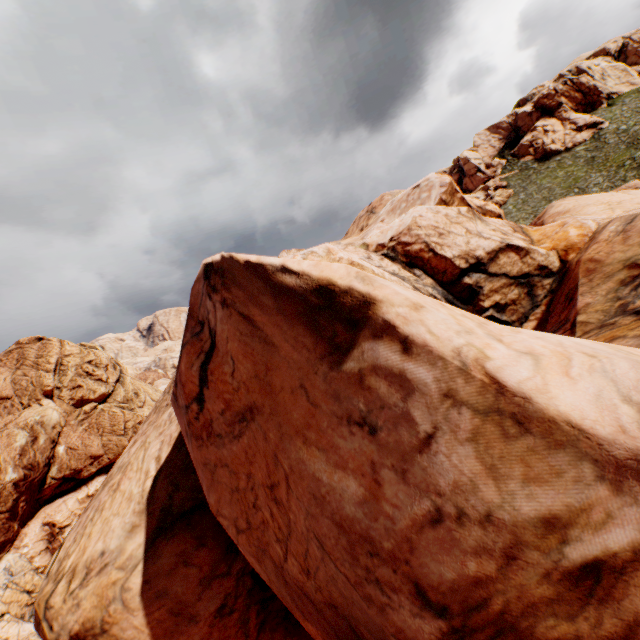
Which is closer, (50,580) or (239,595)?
(239,595)
